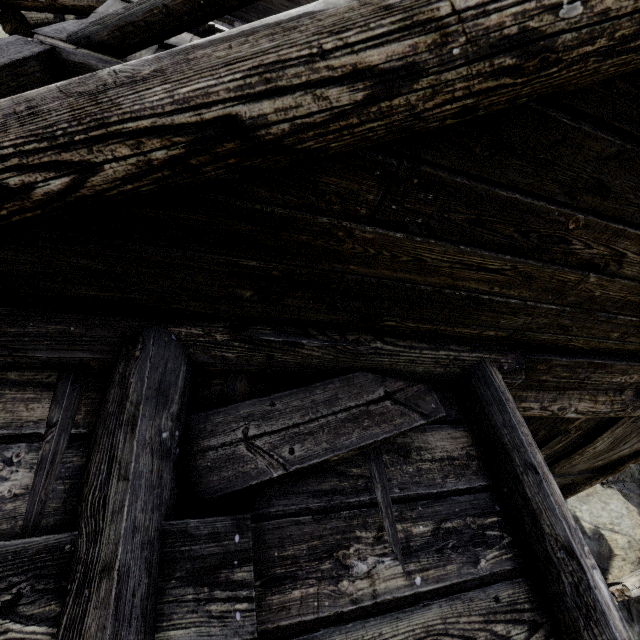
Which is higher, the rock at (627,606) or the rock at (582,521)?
the rock at (582,521)

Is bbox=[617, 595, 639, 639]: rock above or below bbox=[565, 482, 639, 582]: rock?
below

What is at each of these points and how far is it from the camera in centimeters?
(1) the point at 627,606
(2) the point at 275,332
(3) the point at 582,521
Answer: (1) rock, 737cm
(2) building, 189cm
(3) rock, 837cm

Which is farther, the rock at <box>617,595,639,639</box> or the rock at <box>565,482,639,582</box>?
the rock at <box>565,482,639,582</box>

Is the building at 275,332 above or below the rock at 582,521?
above

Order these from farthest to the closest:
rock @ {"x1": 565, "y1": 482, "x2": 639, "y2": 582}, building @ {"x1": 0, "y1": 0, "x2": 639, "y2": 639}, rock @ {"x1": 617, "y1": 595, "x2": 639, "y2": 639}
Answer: rock @ {"x1": 565, "y1": 482, "x2": 639, "y2": 582} → rock @ {"x1": 617, "y1": 595, "x2": 639, "y2": 639} → building @ {"x1": 0, "y1": 0, "x2": 639, "y2": 639}

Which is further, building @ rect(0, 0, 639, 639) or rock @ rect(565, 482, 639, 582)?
rock @ rect(565, 482, 639, 582)
